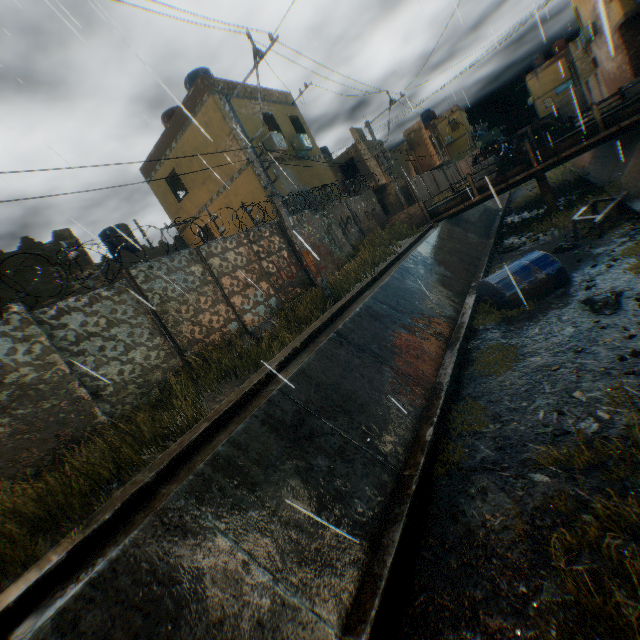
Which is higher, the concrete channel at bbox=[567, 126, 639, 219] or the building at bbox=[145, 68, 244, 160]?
the building at bbox=[145, 68, 244, 160]

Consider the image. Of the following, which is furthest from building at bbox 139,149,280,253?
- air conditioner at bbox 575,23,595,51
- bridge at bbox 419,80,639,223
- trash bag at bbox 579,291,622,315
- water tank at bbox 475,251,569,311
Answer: trash bag at bbox 579,291,622,315

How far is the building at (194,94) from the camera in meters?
14.1

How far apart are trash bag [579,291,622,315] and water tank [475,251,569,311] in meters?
1.2

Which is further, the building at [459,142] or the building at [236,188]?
the building at [459,142]

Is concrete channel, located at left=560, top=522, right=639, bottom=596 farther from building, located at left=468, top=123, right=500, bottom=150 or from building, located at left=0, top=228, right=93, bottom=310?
building, located at left=468, top=123, right=500, bottom=150

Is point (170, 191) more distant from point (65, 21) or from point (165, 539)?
point (165, 539)
